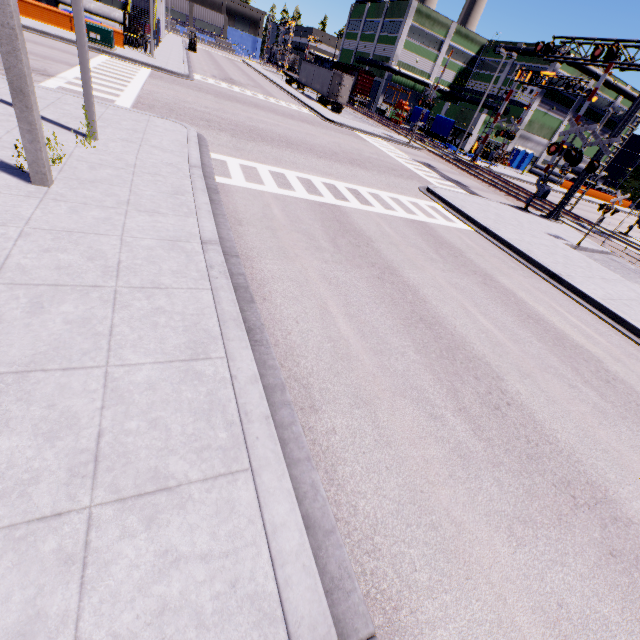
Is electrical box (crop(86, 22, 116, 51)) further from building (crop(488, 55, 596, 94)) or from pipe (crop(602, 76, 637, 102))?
pipe (crop(602, 76, 637, 102))

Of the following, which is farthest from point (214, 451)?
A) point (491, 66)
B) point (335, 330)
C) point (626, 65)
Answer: point (491, 66)

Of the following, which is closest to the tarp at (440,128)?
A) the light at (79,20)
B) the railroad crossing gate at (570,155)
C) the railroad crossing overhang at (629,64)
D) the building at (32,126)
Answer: the building at (32,126)

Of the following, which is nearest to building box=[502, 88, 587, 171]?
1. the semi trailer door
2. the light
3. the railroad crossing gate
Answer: the railroad crossing gate

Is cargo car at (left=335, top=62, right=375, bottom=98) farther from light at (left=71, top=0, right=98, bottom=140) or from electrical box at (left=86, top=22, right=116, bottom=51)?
electrical box at (left=86, top=22, right=116, bottom=51)

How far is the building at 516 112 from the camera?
48.2m

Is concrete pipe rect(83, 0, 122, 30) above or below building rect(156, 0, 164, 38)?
below

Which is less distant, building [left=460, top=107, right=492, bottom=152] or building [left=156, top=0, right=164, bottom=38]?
building [left=156, top=0, right=164, bottom=38]
